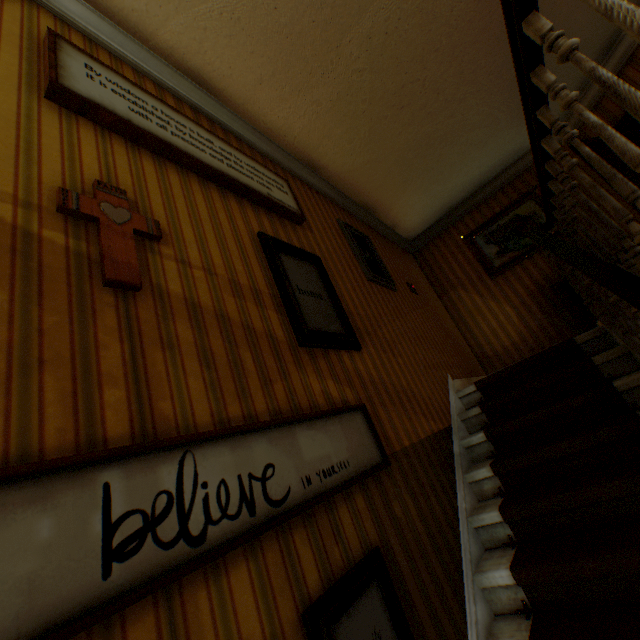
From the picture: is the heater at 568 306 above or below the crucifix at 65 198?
below

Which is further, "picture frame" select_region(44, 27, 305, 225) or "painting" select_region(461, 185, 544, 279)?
"painting" select_region(461, 185, 544, 279)

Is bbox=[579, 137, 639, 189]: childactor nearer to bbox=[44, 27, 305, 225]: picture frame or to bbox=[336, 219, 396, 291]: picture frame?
bbox=[336, 219, 396, 291]: picture frame

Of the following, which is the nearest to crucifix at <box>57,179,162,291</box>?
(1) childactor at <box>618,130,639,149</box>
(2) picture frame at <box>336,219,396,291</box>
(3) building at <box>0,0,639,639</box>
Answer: (3) building at <box>0,0,639,639</box>

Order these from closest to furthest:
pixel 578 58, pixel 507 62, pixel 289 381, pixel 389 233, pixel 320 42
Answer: pixel 578 58
pixel 289 381
pixel 320 42
pixel 507 62
pixel 389 233

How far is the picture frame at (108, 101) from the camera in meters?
1.8 m

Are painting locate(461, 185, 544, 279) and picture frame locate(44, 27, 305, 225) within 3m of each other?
no

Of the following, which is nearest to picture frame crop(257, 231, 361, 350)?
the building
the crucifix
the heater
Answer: the building
